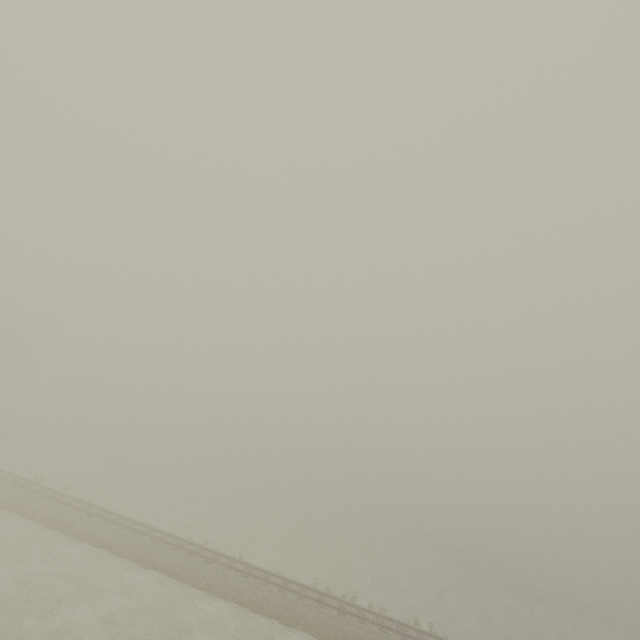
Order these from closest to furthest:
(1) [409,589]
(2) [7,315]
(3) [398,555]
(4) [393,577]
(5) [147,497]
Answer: (1) [409,589]
(4) [393,577]
(5) [147,497]
(2) [7,315]
(3) [398,555]
